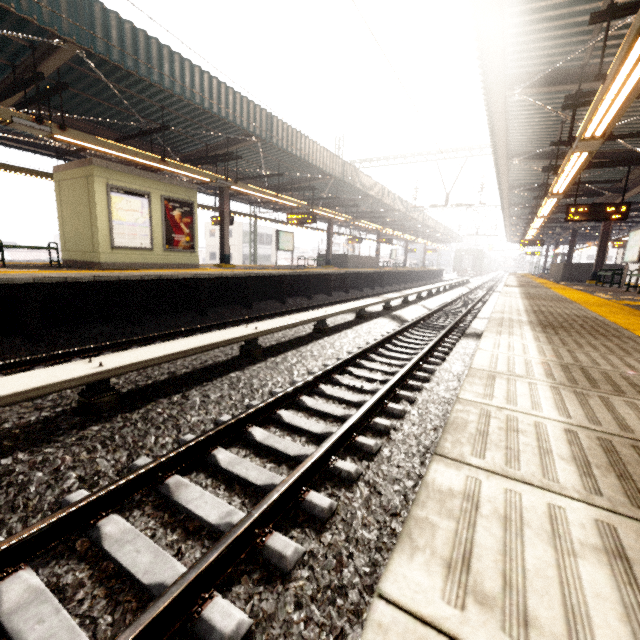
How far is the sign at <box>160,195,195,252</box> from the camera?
10.6 meters

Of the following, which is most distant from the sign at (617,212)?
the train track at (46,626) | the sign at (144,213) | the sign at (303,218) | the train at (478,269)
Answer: the train at (478,269)

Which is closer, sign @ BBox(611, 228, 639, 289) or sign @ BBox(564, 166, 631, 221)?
sign @ BBox(564, 166, 631, 221)

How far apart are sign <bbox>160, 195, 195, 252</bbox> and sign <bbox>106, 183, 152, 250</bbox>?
0.32m

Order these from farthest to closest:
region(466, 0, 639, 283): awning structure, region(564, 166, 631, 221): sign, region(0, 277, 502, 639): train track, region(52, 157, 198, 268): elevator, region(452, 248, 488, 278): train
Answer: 1. region(452, 248, 488, 278): train
2. region(564, 166, 631, 221): sign
3. region(52, 157, 198, 268): elevator
4. region(466, 0, 639, 283): awning structure
5. region(0, 277, 502, 639): train track

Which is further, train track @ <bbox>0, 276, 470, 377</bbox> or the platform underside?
the platform underside

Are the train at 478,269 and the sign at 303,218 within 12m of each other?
no

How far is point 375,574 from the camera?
2.01m
